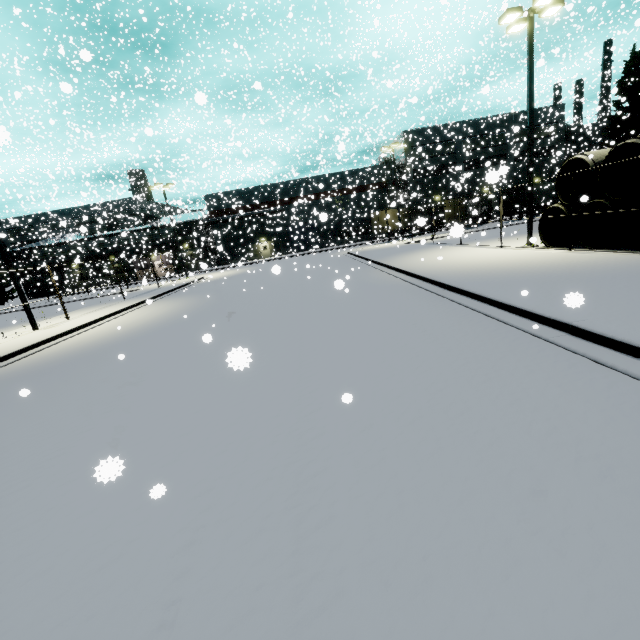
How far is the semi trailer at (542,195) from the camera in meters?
40.2 m

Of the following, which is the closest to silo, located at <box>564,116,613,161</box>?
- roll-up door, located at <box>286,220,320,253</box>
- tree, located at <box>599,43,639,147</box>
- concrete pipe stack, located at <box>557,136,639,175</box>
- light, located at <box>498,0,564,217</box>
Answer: tree, located at <box>599,43,639,147</box>

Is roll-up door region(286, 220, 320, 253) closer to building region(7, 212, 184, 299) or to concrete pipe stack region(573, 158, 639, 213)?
building region(7, 212, 184, 299)

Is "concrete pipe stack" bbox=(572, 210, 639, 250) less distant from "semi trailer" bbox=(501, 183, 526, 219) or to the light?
the light

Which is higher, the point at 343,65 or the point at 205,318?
the point at 343,65

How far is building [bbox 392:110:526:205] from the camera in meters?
33.4

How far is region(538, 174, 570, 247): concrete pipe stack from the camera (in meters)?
13.80
